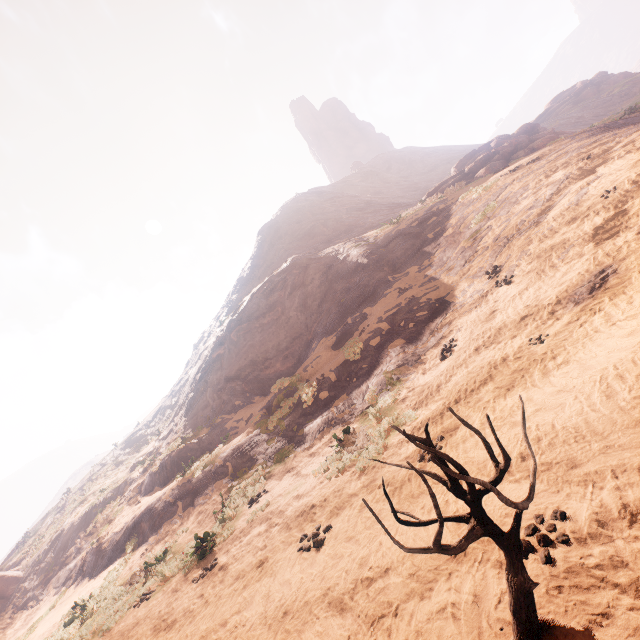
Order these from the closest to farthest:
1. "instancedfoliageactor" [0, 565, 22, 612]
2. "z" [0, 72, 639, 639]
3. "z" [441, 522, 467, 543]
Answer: "z" [0, 72, 639, 639]
"z" [441, 522, 467, 543]
"instancedfoliageactor" [0, 565, 22, 612]

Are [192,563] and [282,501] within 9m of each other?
yes

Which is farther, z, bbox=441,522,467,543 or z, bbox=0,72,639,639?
z, bbox=441,522,467,543

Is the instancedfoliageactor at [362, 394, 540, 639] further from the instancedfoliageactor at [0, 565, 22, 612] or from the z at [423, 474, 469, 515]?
the instancedfoliageactor at [0, 565, 22, 612]

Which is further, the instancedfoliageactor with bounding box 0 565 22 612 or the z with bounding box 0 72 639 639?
the instancedfoliageactor with bounding box 0 565 22 612

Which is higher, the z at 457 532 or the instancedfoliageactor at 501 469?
the instancedfoliageactor at 501 469

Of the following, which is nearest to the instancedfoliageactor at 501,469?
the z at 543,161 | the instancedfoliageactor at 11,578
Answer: the z at 543,161

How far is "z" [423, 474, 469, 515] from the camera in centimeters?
439cm
